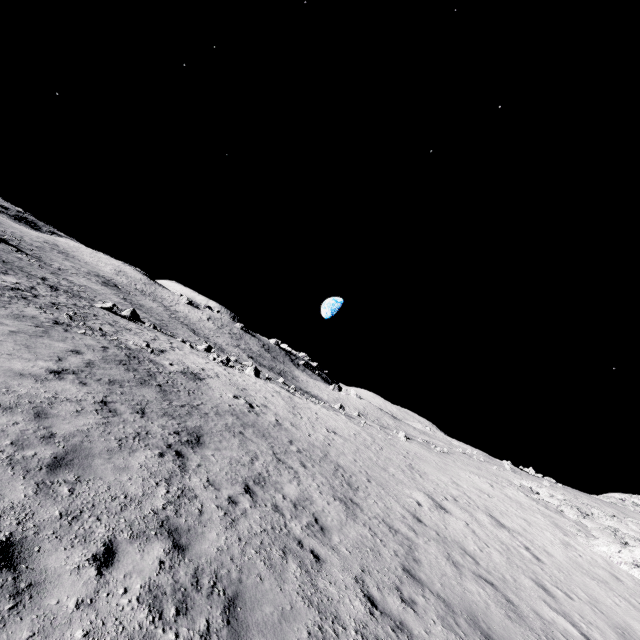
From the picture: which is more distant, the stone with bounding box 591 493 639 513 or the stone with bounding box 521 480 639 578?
the stone with bounding box 591 493 639 513

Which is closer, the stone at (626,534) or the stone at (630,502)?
the stone at (626,534)

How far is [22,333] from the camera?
11.6 meters

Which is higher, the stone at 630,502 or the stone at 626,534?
the stone at 630,502

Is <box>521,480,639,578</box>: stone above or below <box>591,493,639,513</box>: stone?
below
